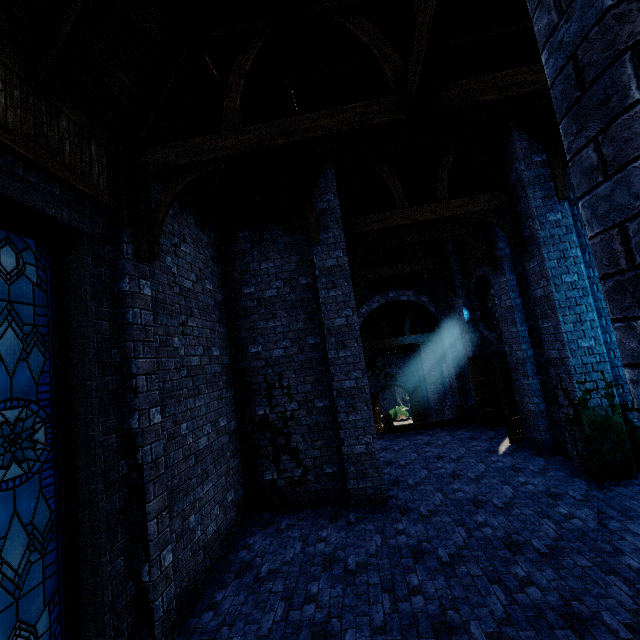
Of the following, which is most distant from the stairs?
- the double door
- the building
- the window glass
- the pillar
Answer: the pillar

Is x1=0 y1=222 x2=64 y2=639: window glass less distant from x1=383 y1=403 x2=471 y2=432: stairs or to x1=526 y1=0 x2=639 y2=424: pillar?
x1=526 y1=0 x2=639 y2=424: pillar

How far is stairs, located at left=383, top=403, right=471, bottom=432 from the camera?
12.7 meters

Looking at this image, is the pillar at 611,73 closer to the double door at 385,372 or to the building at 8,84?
the building at 8,84

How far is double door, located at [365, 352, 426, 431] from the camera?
24.03m

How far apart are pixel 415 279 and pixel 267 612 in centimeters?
1476cm

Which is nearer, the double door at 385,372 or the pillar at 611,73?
the pillar at 611,73
